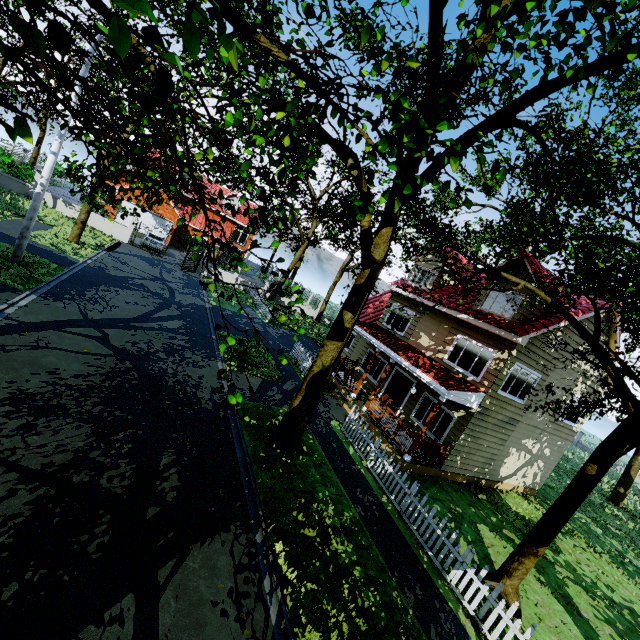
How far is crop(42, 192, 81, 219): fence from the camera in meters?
24.5

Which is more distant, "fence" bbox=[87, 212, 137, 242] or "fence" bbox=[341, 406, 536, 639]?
"fence" bbox=[87, 212, 137, 242]

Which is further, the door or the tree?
the door

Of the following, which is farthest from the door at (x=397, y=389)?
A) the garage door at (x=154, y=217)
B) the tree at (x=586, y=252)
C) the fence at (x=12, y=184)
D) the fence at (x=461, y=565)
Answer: the garage door at (x=154, y=217)

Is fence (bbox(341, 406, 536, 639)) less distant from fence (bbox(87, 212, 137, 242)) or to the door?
the door

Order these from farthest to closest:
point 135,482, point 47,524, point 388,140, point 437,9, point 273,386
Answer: point 273,386 < point 437,9 < point 135,482 < point 47,524 < point 388,140

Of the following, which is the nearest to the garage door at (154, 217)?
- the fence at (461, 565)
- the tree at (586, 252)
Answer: the tree at (586, 252)

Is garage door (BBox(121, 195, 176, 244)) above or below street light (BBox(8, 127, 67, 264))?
above
